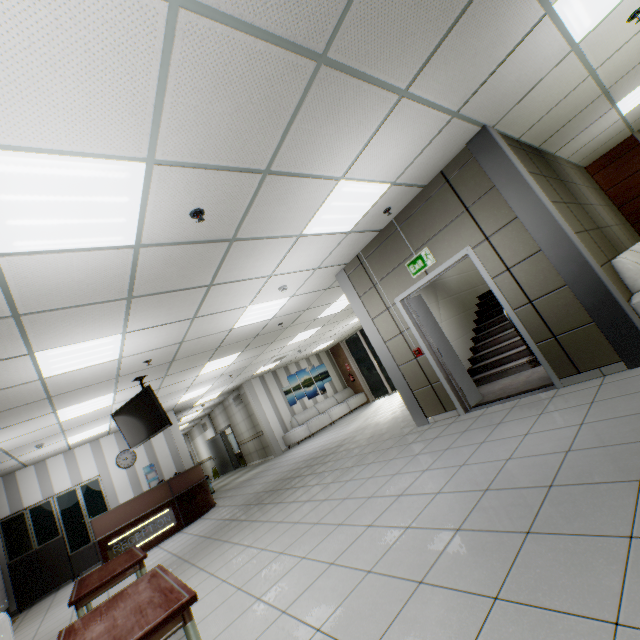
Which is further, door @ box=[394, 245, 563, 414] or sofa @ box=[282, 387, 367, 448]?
sofa @ box=[282, 387, 367, 448]

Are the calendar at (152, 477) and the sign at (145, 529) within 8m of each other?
yes

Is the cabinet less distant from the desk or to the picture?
the desk

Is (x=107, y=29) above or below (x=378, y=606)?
above

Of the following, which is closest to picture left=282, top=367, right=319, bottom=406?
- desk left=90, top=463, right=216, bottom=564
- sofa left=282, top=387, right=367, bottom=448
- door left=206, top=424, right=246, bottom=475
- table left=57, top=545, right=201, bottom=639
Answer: sofa left=282, top=387, right=367, bottom=448

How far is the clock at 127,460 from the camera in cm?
1018

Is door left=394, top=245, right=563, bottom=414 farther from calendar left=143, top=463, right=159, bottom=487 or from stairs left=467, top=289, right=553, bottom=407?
calendar left=143, top=463, right=159, bottom=487

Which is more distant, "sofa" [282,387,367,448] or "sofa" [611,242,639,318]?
"sofa" [282,387,367,448]
